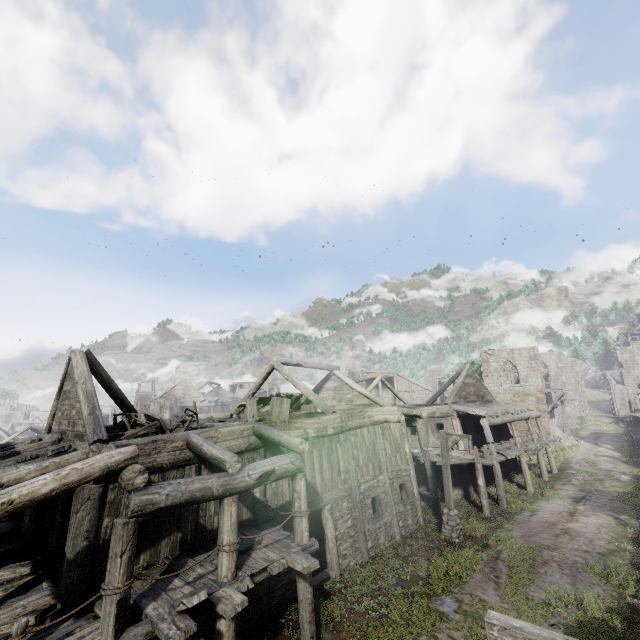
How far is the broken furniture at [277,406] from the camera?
12.39m

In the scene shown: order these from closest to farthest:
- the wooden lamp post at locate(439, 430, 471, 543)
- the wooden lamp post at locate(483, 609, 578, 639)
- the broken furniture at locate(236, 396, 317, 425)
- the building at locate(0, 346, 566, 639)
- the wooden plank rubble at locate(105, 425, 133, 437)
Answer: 1. the wooden lamp post at locate(483, 609, 578, 639)
2. the building at locate(0, 346, 566, 639)
3. the wooden plank rubble at locate(105, 425, 133, 437)
4. the broken furniture at locate(236, 396, 317, 425)
5. the wooden lamp post at locate(439, 430, 471, 543)

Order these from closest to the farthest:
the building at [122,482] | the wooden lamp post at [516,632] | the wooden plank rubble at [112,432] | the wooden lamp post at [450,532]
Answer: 1. the wooden lamp post at [516,632]
2. the building at [122,482]
3. the wooden plank rubble at [112,432]
4. the wooden lamp post at [450,532]

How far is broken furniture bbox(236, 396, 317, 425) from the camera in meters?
12.4 m

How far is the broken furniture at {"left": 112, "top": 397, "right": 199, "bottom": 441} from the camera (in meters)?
10.25

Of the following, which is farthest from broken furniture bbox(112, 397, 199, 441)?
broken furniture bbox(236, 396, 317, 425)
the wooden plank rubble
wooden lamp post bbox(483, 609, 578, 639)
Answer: wooden lamp post bbox(483, 609, 578, 639)

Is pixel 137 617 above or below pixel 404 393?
below

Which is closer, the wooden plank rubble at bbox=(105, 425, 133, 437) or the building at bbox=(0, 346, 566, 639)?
the building at bbox=(0, 346, 566, 639)
